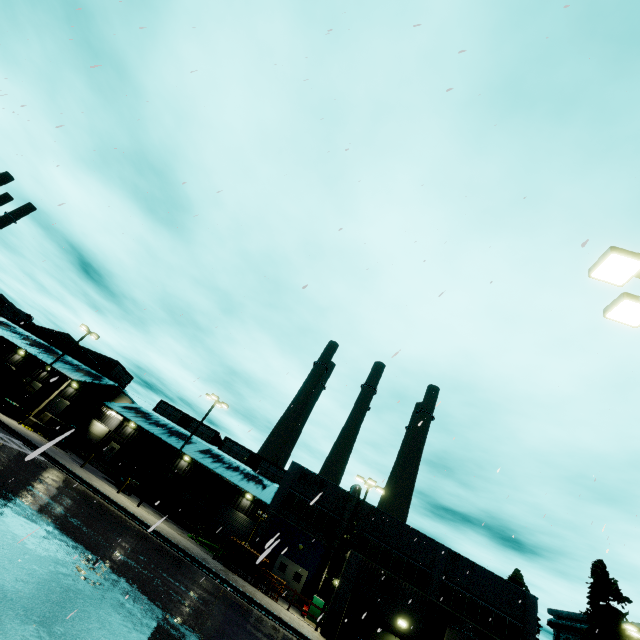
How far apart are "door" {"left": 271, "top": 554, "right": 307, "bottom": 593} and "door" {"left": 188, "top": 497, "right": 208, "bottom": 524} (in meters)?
12.65

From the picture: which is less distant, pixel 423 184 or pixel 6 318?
pixel 423 184

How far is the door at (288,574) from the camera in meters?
28.4 m

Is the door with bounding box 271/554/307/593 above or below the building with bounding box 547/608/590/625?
below

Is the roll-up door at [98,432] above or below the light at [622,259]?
below

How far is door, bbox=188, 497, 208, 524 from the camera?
37.18m

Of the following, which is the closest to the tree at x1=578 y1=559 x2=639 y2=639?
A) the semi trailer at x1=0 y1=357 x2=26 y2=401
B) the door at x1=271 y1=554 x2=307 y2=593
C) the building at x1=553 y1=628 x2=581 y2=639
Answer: the semi trailer at x1=0 y1=357 x2=26 y2=401

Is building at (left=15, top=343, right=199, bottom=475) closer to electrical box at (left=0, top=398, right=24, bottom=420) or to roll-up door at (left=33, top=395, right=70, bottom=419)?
roll-up door at (left=33, top=395, right=70, bottom=419)
